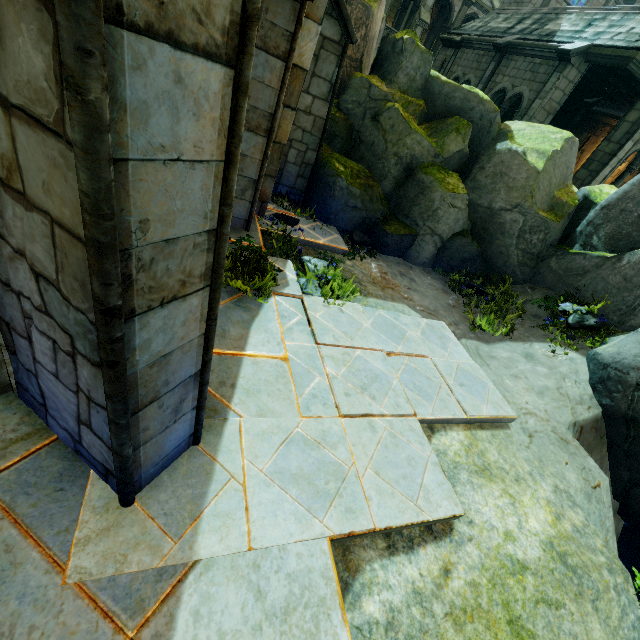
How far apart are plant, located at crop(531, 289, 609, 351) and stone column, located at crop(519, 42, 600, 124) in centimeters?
865cm

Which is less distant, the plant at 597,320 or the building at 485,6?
the plant at 597,320

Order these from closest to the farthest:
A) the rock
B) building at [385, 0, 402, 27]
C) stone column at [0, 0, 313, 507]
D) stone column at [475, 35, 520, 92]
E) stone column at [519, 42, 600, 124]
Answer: stone column at [0, 0, 313, 507] < the rock < stone column at [519, 42, 600, 124] < stone column at [475, 35, 520, 92] < building at [385, 0, 402, 27]

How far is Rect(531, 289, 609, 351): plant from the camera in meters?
6.8 m

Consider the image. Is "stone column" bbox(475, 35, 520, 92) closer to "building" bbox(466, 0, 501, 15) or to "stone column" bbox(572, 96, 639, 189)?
"stone column" bbox(572, 96, 639, 189)

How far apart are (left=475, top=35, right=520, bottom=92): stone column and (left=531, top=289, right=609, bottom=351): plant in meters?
11.7

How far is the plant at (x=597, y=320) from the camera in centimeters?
682cm

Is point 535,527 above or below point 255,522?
below
